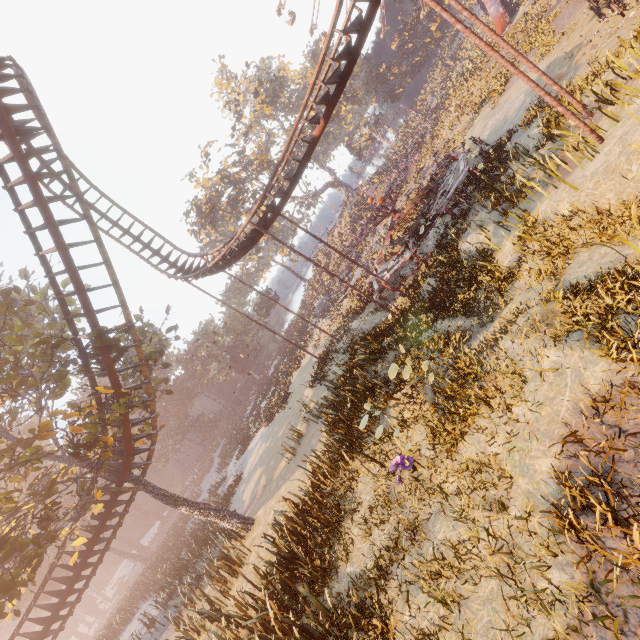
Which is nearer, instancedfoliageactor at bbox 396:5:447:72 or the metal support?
the metal support

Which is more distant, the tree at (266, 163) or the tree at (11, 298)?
the tree at (266, 163)

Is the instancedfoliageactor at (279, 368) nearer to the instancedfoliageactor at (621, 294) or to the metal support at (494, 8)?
the instancedfoliageactor at (621, 294)

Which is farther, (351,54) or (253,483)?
(253,483)

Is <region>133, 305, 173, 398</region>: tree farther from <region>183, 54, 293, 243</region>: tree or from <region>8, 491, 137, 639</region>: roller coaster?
<region>183, 54, 293, 243</region>: tree

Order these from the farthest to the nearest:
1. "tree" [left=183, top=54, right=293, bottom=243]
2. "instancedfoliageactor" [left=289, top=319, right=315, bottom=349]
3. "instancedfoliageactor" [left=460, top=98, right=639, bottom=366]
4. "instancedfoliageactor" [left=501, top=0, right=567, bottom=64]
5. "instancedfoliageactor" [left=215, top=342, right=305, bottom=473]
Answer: "tree" [left=183, top=54, right=293, bottom=243] → "instancedfoliageactor" [left=289, top=319, right=315, bottom=349] → "instancedfoliageactor" [left=215, top=342, right=305, bottom=473] → "instancedfoliageactor" [left=501, top=0, right=567, bottom=64] → "instancedfoliageactor" [left=460, top=98, right=639, bottom=366]

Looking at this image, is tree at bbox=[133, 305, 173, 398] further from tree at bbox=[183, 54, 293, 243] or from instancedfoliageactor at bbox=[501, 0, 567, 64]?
instancedfoliageactor at bbox=[501, 0, 567, 64]

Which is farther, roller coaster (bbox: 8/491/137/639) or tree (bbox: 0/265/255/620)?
roller coaster (bbox: 8/491/137/639)
